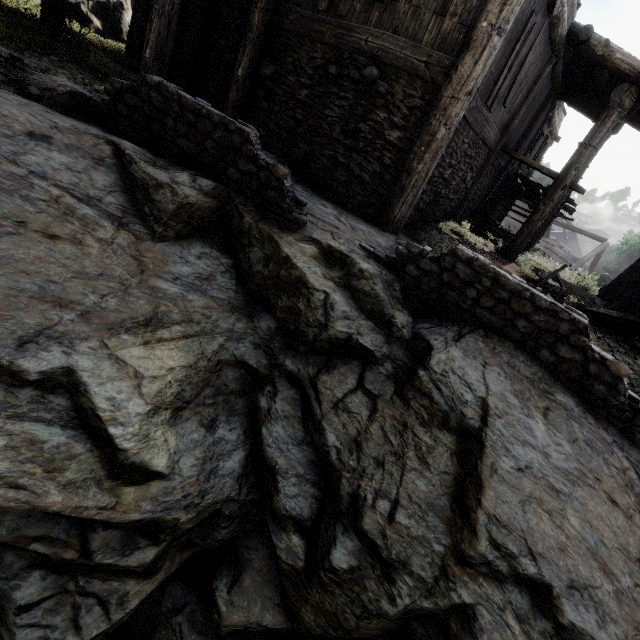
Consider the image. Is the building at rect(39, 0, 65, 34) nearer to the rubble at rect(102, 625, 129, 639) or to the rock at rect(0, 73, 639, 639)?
the rock at rect(0, 73, 639, 639)

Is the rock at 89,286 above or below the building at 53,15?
below

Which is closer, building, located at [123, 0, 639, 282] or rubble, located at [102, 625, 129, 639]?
rubble, located at [102, 625, 129, 639]

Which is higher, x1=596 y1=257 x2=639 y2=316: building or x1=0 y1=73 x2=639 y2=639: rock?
x1=596 y1=257 x2=639 y2=316: building

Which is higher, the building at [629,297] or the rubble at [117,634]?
the building at [629,297]

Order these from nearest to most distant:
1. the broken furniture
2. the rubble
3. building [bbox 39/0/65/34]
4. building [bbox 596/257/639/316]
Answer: the rubble → the broken furniture → building [bbox 39/0/65/34] → building [bbox 596/257/639/316]

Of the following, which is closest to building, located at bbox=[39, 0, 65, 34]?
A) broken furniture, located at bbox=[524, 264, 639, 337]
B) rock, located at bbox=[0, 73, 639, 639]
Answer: rock, located at bbox=[0, 73, 639, 639]

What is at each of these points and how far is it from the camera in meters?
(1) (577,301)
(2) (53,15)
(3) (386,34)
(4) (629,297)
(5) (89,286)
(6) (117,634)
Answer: (1) broken furniture, 7.5 m
(2) building, 7.3 m
(3) building, 5.9 m
(4) building, 10.2 m
(5) rock, 3.1 m
(6) rubble, 4.0 m
